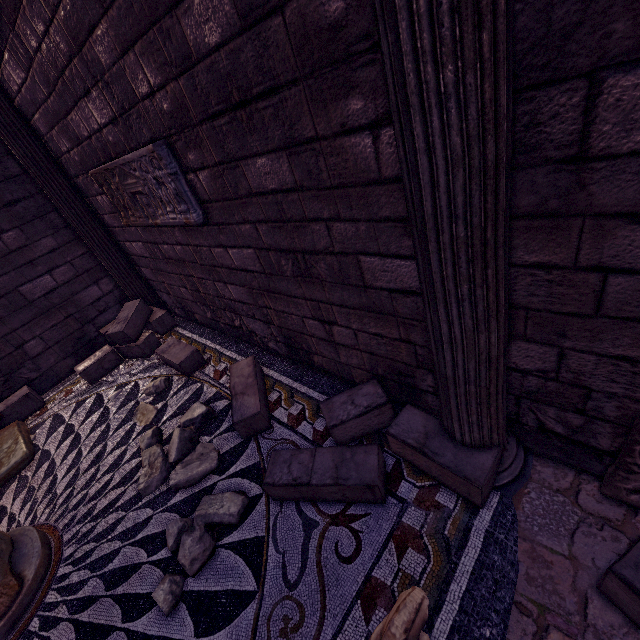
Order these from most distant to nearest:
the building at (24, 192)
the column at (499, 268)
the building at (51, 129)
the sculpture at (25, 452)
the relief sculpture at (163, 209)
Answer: the building at (24, 192), the sculpture at (25, 452), the relief sculpture at (163, 209), the building at (51, 129), the column at (499, 268)

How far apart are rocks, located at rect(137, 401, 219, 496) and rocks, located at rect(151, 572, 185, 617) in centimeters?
27cm

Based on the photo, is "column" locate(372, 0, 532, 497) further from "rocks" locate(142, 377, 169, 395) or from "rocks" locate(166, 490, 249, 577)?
"rocks" locate(142, 377, 169, 395)

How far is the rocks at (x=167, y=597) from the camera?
2.05m

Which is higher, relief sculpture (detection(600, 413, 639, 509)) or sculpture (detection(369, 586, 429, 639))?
sculpture (detection(369, 586, 429, 639))

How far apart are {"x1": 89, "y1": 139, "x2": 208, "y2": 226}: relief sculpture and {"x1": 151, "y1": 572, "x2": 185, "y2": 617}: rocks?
2.3m

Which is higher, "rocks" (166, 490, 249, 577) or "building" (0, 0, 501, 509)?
"building" (0, 0, 501, 509)

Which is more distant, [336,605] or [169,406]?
[169,406]
